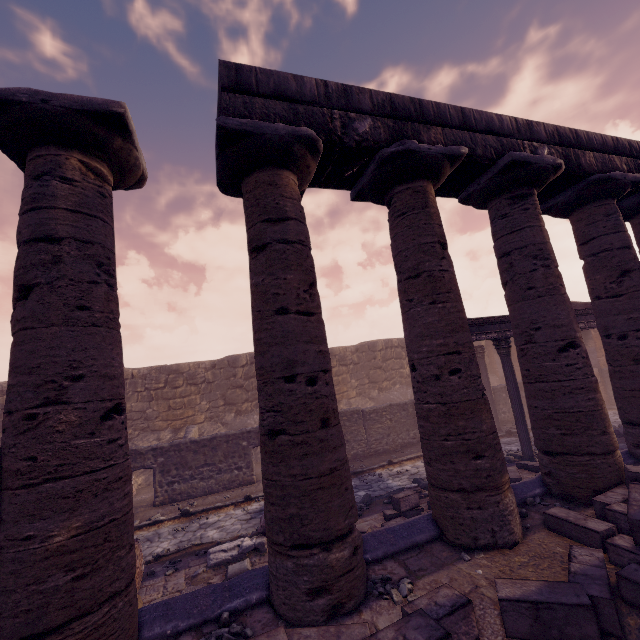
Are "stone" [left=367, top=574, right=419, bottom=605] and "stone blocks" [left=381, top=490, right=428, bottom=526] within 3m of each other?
no

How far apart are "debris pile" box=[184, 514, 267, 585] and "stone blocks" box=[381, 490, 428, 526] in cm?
186

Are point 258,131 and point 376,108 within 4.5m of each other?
yes

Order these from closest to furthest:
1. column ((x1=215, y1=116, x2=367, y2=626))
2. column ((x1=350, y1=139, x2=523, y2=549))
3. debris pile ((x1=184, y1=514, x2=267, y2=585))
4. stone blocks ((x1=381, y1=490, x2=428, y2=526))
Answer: column ((x1=215, y1=116, x2=367, y2=626))
column ((x1=350, y1=139, x2=523, y2=549))
debris pile ((x1=184, y1=514, x2=267, y2=585))
stone blocks ((x1=381, y1=490, x2=428, y2=526))

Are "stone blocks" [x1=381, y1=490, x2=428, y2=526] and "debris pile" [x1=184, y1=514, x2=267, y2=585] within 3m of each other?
yes

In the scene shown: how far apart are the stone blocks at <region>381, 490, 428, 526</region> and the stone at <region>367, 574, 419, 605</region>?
3.57m

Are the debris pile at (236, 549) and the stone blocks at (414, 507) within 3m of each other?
→ yes

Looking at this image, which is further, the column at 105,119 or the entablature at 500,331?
the entablature at 500,331
